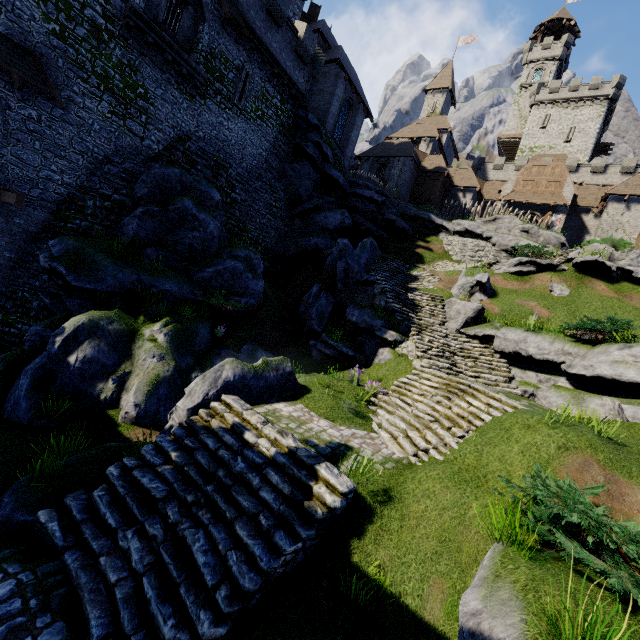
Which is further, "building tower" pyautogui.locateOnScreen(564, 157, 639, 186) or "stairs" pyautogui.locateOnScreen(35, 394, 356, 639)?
"building tower" pyautogui.locateOnScreen(564, 157, 639, 186)

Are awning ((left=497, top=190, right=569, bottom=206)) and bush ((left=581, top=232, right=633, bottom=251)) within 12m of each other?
no

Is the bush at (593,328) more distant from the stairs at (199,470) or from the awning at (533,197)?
the awning at (533,197)

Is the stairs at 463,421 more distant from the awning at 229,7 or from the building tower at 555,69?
the building tower at 555,69

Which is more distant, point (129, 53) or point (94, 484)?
point (129, 53)

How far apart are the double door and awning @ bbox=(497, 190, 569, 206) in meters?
A: 0.5

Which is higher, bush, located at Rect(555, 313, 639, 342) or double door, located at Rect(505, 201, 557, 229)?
double door, located at Rect(505, 201, 557, 229)

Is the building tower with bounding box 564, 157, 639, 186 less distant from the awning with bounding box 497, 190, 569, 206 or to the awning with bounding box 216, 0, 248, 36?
the awning with bounding box 497, 190, 569, 206
